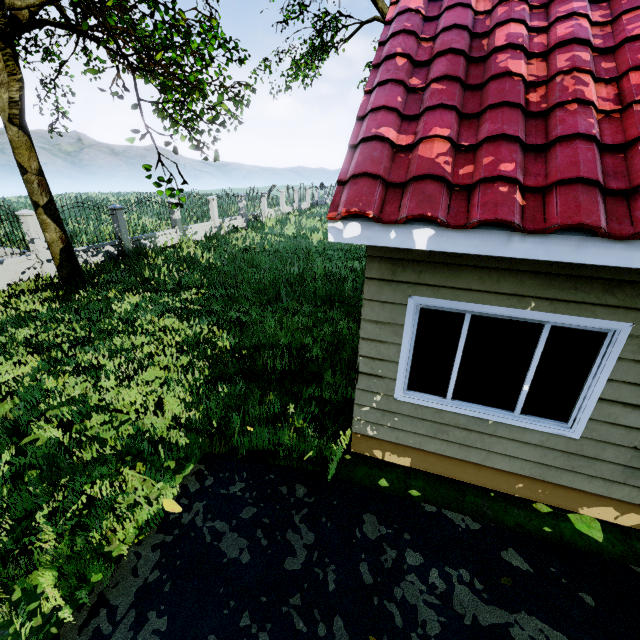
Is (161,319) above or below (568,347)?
below

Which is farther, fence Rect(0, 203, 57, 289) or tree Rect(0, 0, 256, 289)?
fence Rect(0, 203, 57, 289)

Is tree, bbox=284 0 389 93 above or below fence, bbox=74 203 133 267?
above

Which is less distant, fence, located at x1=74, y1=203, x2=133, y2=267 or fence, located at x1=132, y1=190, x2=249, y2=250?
fence, located at x1=74, y1=203, x2=133, y2=267

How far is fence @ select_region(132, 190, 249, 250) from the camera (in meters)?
15.06

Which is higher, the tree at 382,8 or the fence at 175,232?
the tree at 382,8

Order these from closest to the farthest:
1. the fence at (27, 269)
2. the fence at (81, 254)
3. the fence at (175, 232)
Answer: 1. the fence at (27, 269)
2. the fence at (81, 254)
3. the fence at (175, 232)
